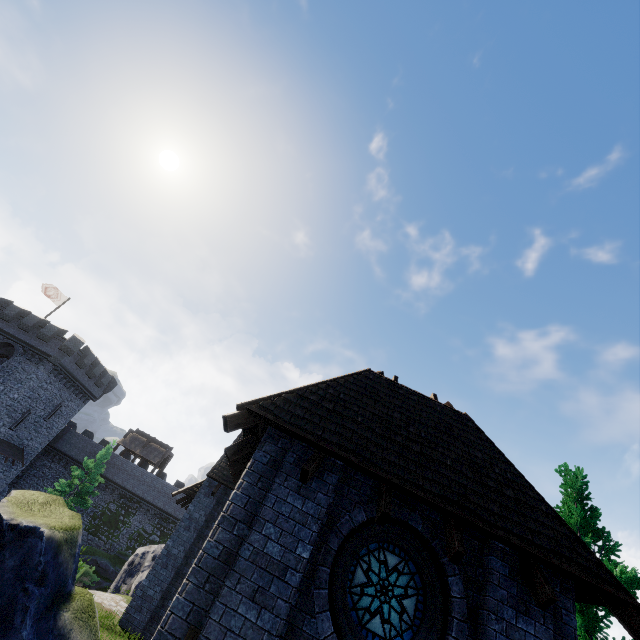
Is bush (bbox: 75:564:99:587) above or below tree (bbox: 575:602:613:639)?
below

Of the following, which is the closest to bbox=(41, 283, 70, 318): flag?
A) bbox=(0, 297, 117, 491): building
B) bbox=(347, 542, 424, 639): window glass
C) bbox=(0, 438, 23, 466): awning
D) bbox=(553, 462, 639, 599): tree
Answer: bbox=(0, 297, 117, 491): building

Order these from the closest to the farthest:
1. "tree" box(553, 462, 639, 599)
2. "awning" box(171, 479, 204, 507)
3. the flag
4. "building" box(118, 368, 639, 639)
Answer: "building" box(118, 368, 639, 639) < "tree" box(553, 462, 639, 599) < "awning" box(171, 479, 204, 507) < the flag

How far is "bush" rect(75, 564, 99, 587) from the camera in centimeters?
2828cm

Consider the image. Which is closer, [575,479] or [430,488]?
[430,488]

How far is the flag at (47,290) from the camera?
35.9m

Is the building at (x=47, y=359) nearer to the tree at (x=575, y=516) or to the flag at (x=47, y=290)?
the flag at (x=47, y=290)

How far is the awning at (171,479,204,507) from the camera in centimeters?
1555cm
